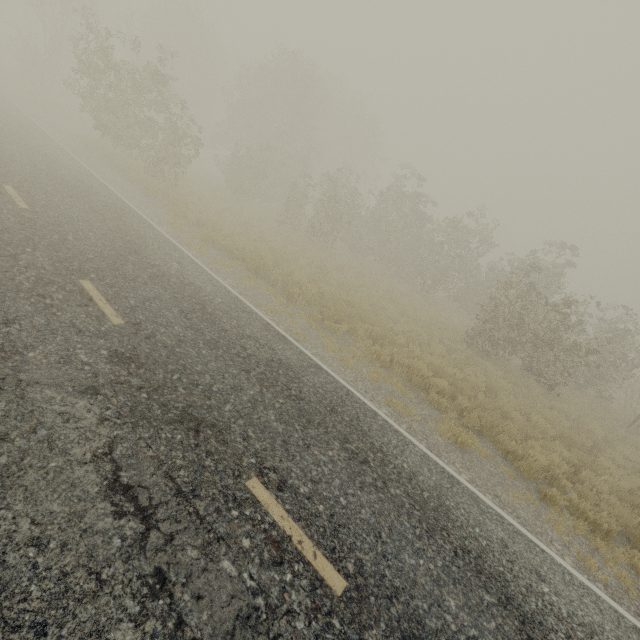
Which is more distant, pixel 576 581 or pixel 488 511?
pixel 488 511
